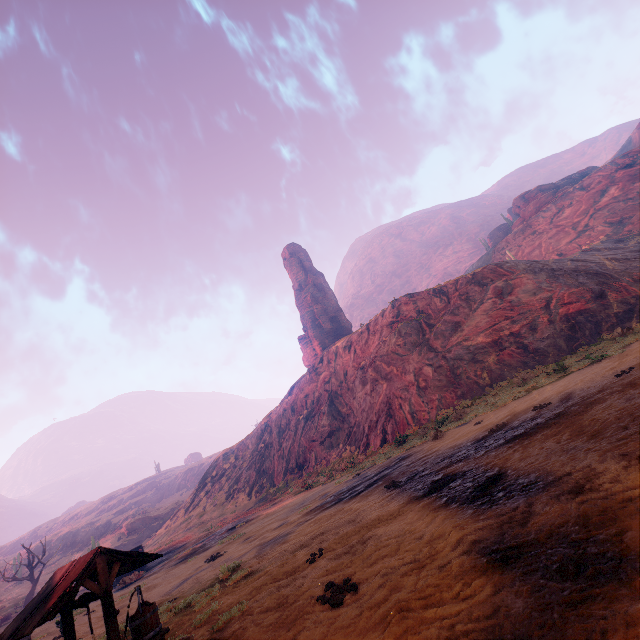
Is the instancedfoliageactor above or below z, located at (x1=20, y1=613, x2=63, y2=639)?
above

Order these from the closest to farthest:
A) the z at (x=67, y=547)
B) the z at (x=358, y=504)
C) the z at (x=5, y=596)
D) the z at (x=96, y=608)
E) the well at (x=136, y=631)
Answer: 1. the z at (x=358, y=504)
2. the well at (x=136, y=631)
3. the z at (x=96, y=608)
4. the z at (x=5, y=596)
5. the z at (x=67, y=547)

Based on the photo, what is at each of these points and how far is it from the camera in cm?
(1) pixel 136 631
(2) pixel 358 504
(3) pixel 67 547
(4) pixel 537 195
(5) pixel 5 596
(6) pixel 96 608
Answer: (1) well, 493
(2) z, 1062
(3) z, 5916
(4) rock, 5834
(5) z, 4491
(6) z, 1568

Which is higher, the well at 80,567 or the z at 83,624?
the well at 80,567

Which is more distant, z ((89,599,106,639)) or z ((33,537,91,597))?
z ((33,537,91,597))

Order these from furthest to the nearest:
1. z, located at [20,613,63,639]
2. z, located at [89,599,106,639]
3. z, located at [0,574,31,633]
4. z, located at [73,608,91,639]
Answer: z, located at [0,574,31,633], z, located at [20,613,63,639], z, located at [73,608,91,639], z, located at [89,599,106,639]

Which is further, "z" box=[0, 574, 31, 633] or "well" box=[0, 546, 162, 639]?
"z" box=[0, 574, 31, 633]

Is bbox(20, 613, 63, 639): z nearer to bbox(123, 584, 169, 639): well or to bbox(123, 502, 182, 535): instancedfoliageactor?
bbox(123, 584, 169, 639): well
